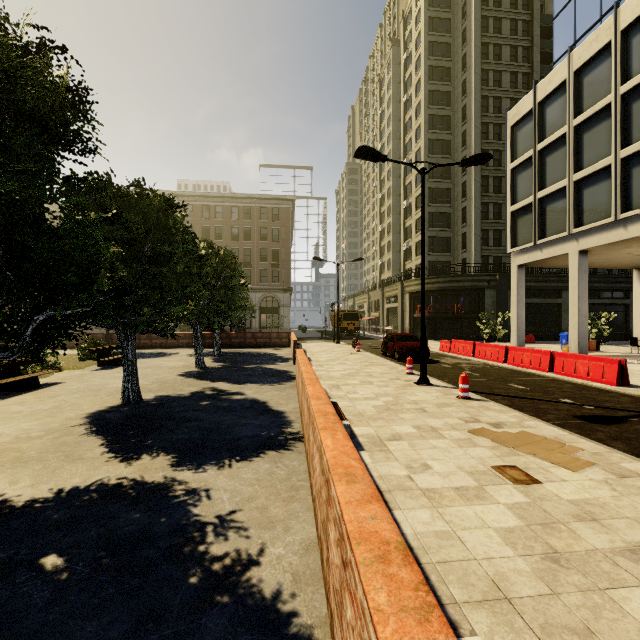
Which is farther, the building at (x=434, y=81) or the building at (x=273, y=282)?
the building at (x=273, y=282)

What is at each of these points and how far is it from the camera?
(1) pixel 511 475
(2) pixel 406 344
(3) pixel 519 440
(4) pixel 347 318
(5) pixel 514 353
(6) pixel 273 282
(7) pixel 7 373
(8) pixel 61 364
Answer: (1) cardboard, 4.6m
(2) car, 17.5m
(3) cardboard, 5.9m
(4) truck, 40.4m
(5) cement barricade, 15.6m
(6) building, 54.6m
(7) bench, 10.1m
(8) plant, 15.1m

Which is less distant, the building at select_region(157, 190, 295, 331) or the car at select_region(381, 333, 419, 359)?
the car at select_region(381, 333, 419, 359)

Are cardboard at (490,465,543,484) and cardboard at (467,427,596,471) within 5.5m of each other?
yes

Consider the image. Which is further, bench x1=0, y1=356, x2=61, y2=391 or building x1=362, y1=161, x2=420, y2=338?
building x1=362, y1=161, x2=420, y2=338

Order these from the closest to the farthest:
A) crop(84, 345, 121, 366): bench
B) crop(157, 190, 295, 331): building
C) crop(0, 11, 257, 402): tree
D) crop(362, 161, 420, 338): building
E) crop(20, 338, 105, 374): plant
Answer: crop(0, 11, 257, 402): tree, crop(20, 338, 105, 374): plant, crop(84, 345, 121, 366): bench, crop(362, 161, 420, 338): building, crop(157, 190, 295, 331): building

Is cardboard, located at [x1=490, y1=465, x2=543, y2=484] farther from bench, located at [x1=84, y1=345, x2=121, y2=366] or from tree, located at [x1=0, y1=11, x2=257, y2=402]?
bench, located at [x1=84, y1=345, x2=121, y2=366]

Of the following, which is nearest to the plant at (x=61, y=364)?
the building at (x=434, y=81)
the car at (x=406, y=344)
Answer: the car at (x=406, y=344)
